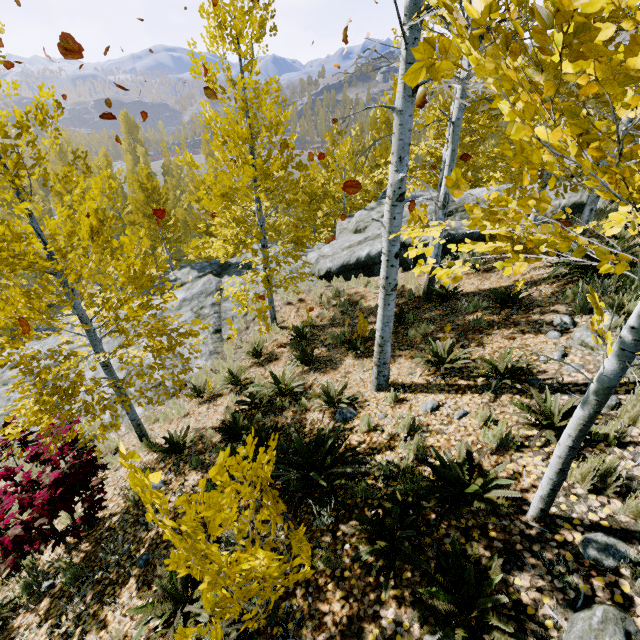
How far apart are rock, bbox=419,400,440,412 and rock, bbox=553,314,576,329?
2.5m

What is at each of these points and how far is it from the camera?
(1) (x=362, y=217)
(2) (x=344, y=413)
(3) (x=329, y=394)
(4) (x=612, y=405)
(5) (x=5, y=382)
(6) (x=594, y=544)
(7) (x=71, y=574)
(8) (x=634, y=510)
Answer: (1) rock, 16.2m
(2) rock, 5.5m
(3) instancedfoliageactor, 5.9m
(4) rock, 3.7m
(5) rock, 12.5m
(6) rock, 2.6m
(7) instancedfoliageactor, 4.4m
(8) instancedfoliageactor, 2.7m

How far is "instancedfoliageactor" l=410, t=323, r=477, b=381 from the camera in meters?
5.3

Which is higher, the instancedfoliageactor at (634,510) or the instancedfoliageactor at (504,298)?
the instancedfoliageactor at (634,510)

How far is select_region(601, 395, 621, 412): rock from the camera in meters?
3.7 m

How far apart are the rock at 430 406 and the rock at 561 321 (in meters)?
2.51

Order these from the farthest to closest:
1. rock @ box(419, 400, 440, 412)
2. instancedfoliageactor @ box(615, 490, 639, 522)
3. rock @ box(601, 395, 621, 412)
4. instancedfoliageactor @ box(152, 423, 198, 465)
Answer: instancedfoliageactor @ box(152, 423, 198, 465)
rock @ box(419, 400, 440, 412)
rock @ box(601, 395, 621, 412)
instancedfoliageactor @ box(615, 490, 639, 522)
